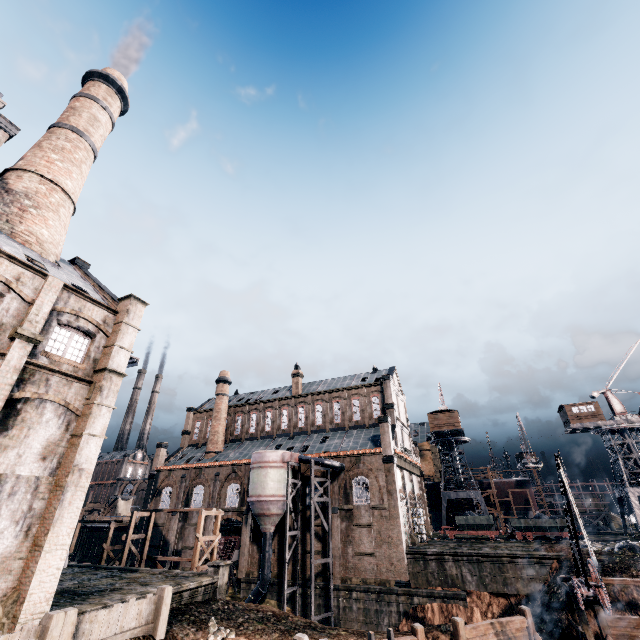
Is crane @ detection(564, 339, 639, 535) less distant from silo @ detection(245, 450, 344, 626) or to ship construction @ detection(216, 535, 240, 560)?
silo @ detection(245, 450, 344, 626)

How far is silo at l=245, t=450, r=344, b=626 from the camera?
31.7 meters

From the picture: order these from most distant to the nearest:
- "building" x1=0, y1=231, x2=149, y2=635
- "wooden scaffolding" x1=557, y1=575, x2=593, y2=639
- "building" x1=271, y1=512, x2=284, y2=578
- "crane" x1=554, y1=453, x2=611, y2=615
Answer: "building" x1=271, y1=512, x2=284, y2=578 < "wooden scaffolding" x1=557, y1=575, x2=593, y2=639 < "crane" x1=554, y1=453, x2=611, y2=615 < "building" x1=0, y1=231, x2=149, y2=635

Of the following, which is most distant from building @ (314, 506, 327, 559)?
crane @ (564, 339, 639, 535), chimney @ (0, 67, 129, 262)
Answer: chimney @ (0, 67, 129, 262)

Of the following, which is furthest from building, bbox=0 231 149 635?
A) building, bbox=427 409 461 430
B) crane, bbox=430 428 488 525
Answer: crane, bbox=430 428 488 525

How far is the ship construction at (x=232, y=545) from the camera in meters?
38.4 m

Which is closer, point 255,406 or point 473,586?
point 473,586

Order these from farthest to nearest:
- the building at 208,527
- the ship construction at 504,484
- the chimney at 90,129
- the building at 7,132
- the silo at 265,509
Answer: the ship construction at 504,484
the building at 208,527
the silo at 265,509
the chimney at 90,129
the building at 7,132
